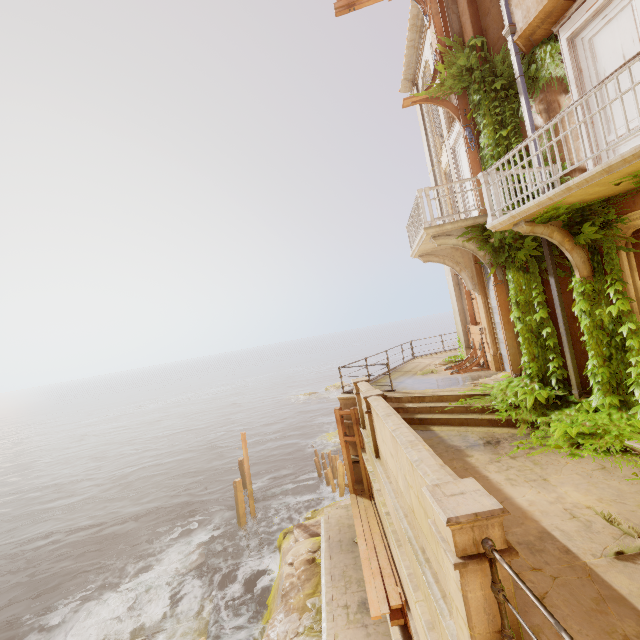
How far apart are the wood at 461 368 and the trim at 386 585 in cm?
508

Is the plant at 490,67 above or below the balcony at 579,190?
Result: above

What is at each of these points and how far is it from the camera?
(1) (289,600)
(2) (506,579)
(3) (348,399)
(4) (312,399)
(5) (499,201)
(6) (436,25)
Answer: (1) rock, 11.1 meters
(2) column, 2.8 meters
(3) building, 11.4 meters
(4) rock, 52.3 meters
(5) railing, 6.8 meters
(6) trim, 9.1 meters

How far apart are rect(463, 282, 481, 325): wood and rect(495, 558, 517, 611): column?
9.7 meters

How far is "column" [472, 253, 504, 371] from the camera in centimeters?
1093cm

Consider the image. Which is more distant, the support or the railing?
the support

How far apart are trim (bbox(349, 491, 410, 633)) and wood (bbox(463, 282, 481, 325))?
7.1m

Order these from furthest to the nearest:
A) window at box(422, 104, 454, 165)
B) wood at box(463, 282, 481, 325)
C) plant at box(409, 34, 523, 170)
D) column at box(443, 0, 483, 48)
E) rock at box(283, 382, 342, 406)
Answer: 1. rock at box(283, 382, 342, 406)
2. wood at box(463, 282, 481, 325)
3. window at box(422, 104, 454, 165)
4. column at box(443, 0, 483, 48)
5. plant at box(409, 34, 523, 170)
